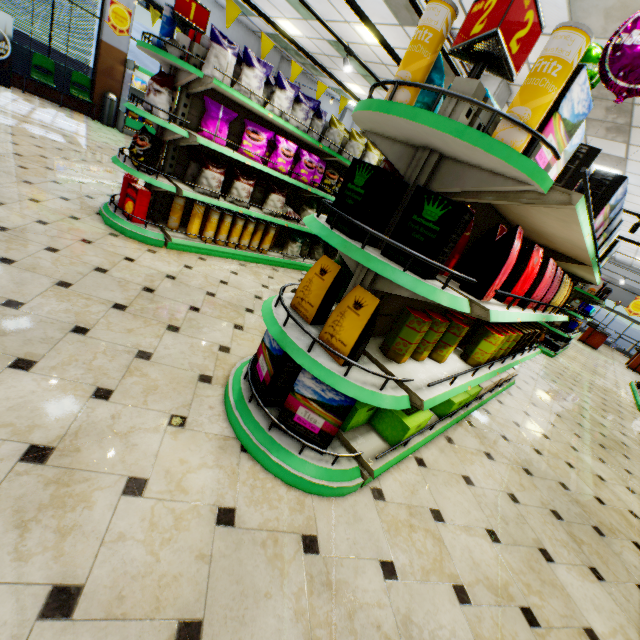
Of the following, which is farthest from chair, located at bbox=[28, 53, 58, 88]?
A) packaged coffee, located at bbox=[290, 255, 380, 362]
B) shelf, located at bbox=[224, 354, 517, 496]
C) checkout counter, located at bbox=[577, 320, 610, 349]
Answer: checkout counter, located at bbox=[577, 320, 610, 349]

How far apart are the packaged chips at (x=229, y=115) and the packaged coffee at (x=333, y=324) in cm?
328

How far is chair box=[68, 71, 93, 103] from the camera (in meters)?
9.66

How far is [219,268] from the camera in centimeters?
417cm

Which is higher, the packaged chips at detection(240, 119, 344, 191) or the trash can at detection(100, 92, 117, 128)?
the packaged chips at detection(240, 119, 344, 191)

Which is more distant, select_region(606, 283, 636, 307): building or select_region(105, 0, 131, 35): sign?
select_region(606, 283, 636, 307): building

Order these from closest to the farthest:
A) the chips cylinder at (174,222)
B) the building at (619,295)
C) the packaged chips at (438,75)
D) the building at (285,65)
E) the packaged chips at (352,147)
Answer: the packaged chips at (438,75) < the chips cylinder at (174,222) < the packaged chips at (352,147) < the building at (285,65) < the building at (619,295)

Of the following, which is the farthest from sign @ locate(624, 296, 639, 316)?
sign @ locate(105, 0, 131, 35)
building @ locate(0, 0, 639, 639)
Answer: sign @ locate(105, 0, 131, 35)
